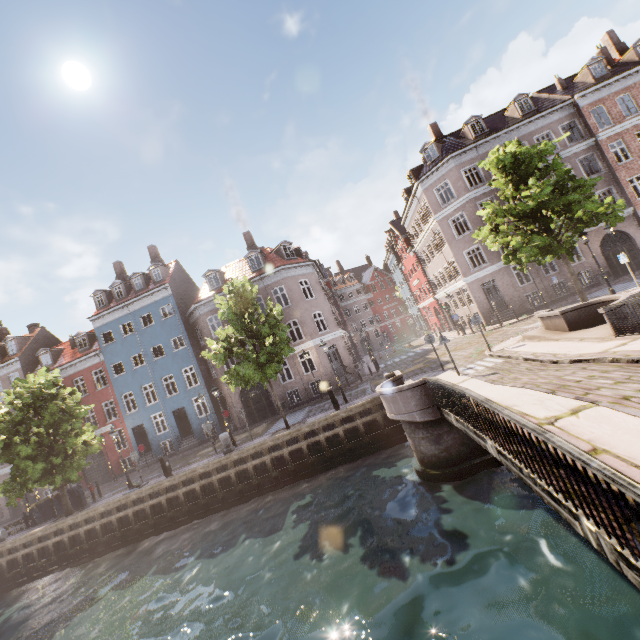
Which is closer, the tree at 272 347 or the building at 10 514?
the tree at 272 347

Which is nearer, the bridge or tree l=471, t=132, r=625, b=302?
the bridge

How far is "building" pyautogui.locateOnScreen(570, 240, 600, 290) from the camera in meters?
24.1 m

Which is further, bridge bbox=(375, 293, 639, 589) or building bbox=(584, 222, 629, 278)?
building bbox=(584, 222, 629, 278)

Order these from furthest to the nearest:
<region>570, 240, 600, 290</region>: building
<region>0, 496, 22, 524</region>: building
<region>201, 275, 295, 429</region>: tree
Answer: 1. <region>0, 496, 22, 524</region>: building
2. <region>570, 240, 600, 290</region>: building
3. <region>201, 275, 295, 429</region>: tree

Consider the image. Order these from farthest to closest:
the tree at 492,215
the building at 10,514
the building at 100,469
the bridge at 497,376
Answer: the building at 10,514 → the building at 100,469 → the tree at 492,215 → the bridge at 497,376

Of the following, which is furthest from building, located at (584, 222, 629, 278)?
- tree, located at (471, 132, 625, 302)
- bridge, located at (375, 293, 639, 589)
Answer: bridge, located at (375, 293, 639, 589)

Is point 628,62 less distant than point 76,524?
No
